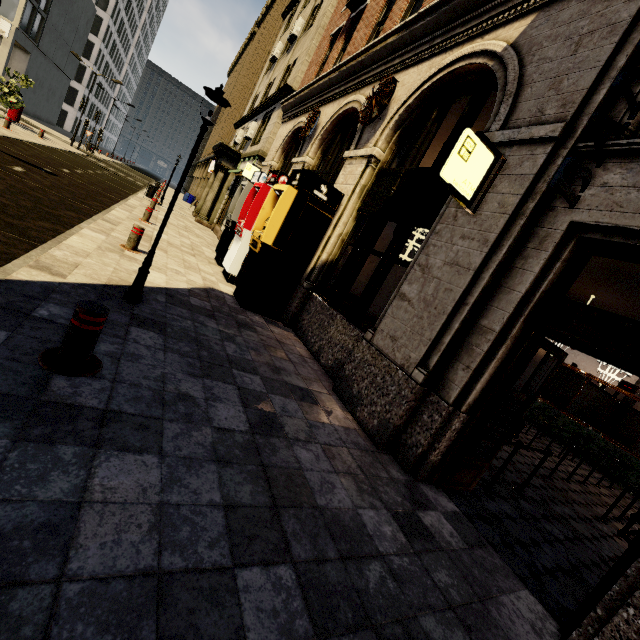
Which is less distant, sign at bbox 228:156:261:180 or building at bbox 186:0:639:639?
building at bbox 186:0:639:639

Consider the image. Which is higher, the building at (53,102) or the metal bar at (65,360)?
the building at (53,102)

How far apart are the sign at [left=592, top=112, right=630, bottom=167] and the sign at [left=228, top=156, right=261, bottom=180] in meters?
15.4

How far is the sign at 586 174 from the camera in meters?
3.1 m

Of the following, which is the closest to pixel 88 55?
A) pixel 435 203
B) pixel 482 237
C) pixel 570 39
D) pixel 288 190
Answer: pixel 288 190

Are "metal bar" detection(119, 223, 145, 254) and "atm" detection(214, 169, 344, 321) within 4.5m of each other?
yes

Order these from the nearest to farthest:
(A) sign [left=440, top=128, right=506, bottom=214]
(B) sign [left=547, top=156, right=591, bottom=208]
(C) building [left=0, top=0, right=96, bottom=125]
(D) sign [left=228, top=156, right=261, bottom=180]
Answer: (B) sign [left=547, top=156, right=591, bottom=208]
(A) sign [left=440, top=128, right=506, bottom=214]
(D) sign [left=228, top=156, right=261, bottom=180]
(C) building [left=0, top=0, right=96, bottom=125]

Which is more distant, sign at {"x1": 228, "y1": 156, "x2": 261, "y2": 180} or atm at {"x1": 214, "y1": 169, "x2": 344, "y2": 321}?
sign at {"x1": 228, "y1": 156, "x2": 261, "y2": 180}
